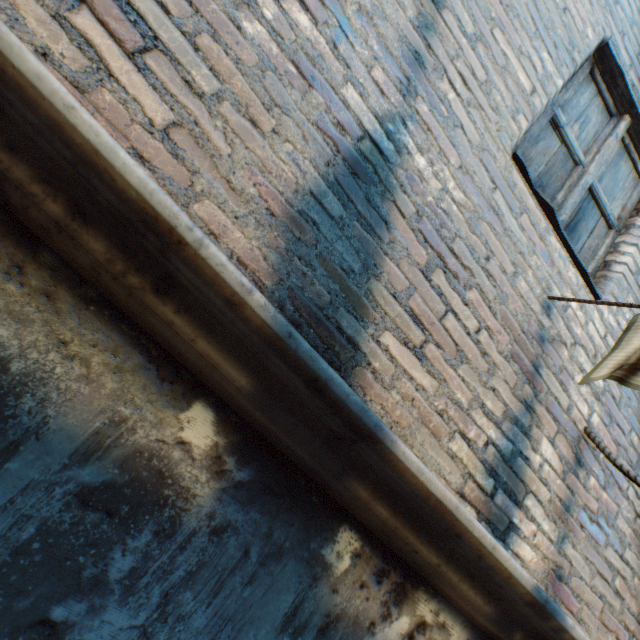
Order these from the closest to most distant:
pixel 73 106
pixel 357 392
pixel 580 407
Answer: pixel 73 106, pixel 357 392, pixel 580 407
